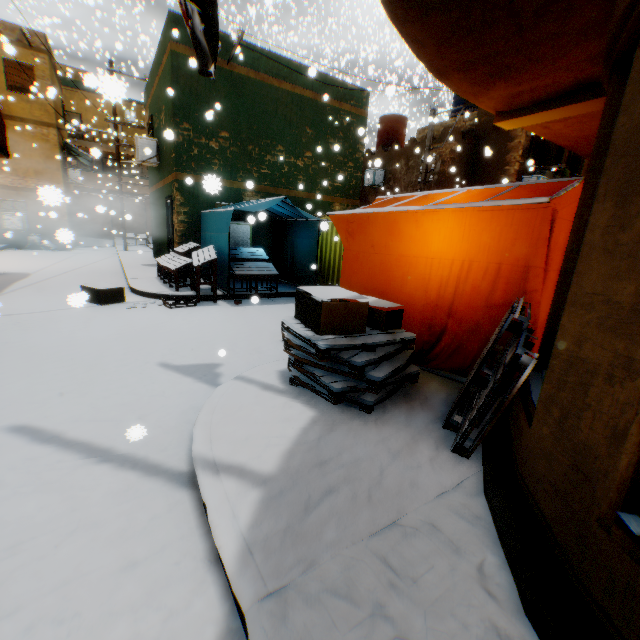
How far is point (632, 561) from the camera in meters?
1.2

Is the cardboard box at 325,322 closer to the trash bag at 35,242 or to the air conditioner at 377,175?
the air conditioner at 377,175

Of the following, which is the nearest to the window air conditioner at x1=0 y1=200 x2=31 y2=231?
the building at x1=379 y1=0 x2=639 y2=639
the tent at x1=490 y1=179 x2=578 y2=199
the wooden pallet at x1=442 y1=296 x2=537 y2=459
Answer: the building at x1=379 y1=0 x2=639 y2=639

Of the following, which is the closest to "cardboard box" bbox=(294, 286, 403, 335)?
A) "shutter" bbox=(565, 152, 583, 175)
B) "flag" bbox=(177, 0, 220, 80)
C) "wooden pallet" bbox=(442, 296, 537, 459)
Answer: "wooden pallet" bbox=(442, 296, 537, 459)

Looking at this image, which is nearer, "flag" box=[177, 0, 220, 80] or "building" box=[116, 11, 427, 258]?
"flag" box=[177, 0, 220, 80]

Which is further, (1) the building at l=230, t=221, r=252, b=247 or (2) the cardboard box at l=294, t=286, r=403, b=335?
(1) the building at l=230, t=221, r=252, b=247

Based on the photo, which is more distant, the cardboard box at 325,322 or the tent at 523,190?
the tent at 523,190

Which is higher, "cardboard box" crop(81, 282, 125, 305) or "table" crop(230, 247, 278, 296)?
"table" crop(230, 247, 278, 296)
